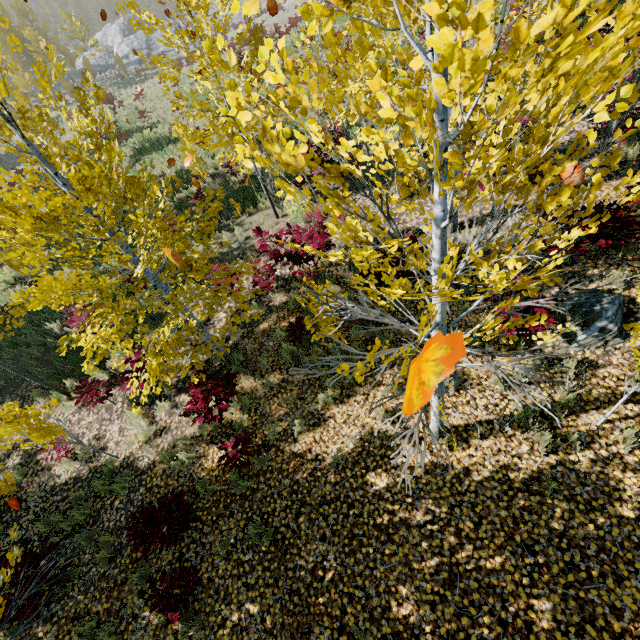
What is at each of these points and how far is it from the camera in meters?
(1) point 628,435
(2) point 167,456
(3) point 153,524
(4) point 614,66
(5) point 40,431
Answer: (1) instancedfoliageactor, 4.0
(2) instancedfoliageactor, 6.1
(3) instancedfoliageactor, 4.6
(4) instancedfoliageactor, 1.2
(5) instancedfoliageactor, 5.3

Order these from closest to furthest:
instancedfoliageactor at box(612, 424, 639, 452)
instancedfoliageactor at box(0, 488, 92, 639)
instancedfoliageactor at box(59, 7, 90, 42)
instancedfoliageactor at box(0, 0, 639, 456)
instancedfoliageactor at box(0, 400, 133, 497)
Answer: instancedfoliageactor at box(0, 0, 639, 456) → instancedfoliageactor at box(0, 488, 92, 639) → instancedfoliageactor at box(612, 424, 639, 452) → instancedfoliageactor at box(0, 400, 133, 497) → instancedfoliageactor at box(59, 7, 90, 42)

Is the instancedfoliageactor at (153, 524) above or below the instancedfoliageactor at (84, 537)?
above

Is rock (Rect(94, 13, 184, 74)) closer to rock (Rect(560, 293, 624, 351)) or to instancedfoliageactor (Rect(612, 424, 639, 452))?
instancedfoliageactor (Rect(612, 424, 639, 452))

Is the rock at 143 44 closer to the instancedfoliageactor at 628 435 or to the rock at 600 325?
the instancedfoliageactor at 628 435

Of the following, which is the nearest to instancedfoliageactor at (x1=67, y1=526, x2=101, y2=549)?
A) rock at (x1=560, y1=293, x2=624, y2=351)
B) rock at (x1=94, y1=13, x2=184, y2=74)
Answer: rock at (x1=560, y1=293, x2=624, y2=351)
